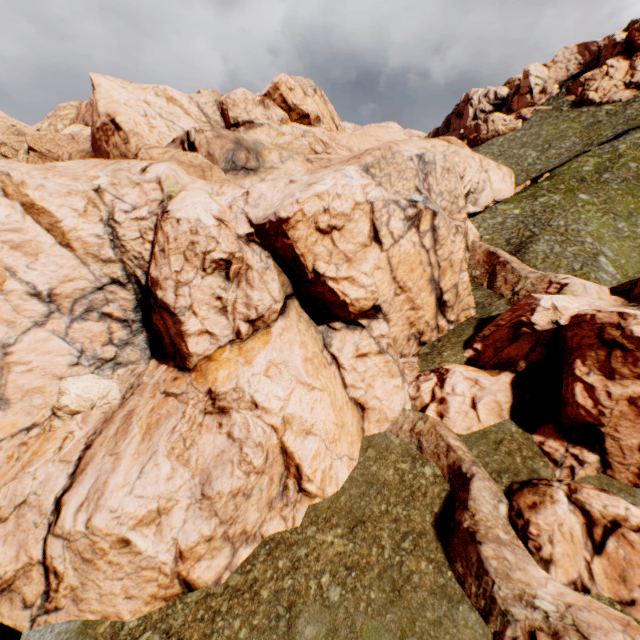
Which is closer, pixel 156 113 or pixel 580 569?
pixel 580 569
